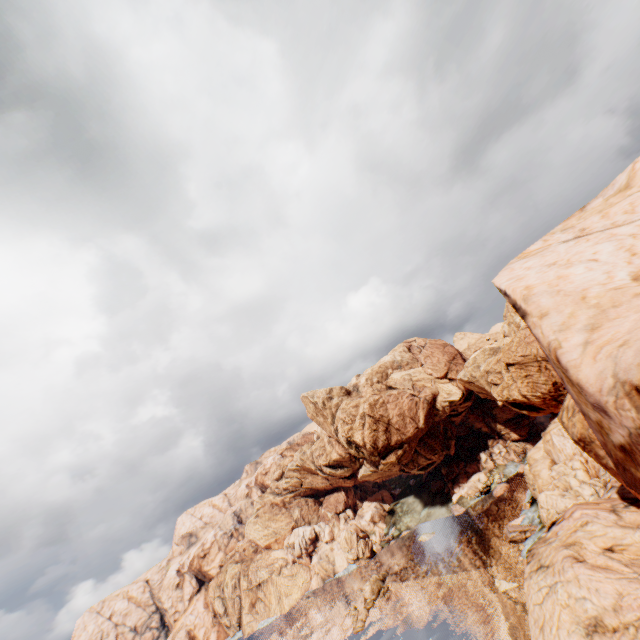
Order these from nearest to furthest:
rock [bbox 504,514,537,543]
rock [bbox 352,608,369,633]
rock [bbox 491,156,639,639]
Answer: rock [bbox 491,156,639,639] < rock [bbox 504,514,537,543] < rock [bbox 352,608,369,633]

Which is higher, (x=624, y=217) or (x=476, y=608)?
(x=624, y=217)

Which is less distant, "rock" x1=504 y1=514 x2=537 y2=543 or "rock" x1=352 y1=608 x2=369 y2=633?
"rock" x1=504 y1=514 x2=537 y2=543

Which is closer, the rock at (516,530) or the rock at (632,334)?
the rock at (632,334)

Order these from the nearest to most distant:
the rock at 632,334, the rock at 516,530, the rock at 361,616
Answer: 1. the rock at 632,334
2. the rock at 516,530
3. the rock at 361,616

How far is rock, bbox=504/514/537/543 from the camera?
50.54m
